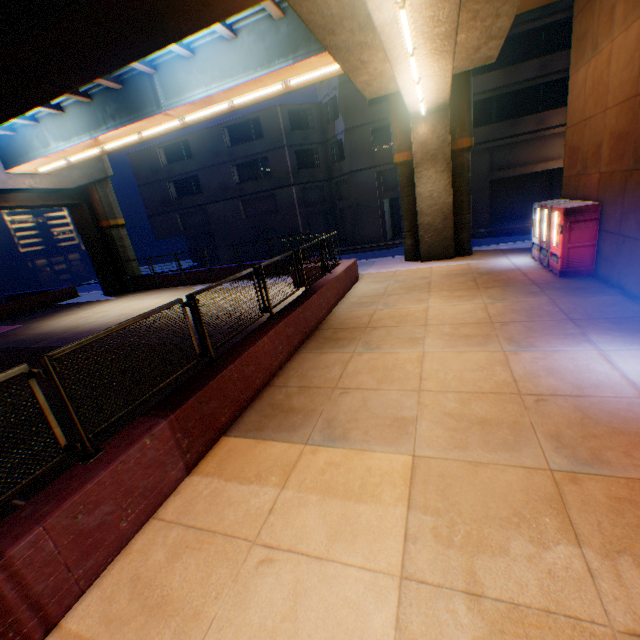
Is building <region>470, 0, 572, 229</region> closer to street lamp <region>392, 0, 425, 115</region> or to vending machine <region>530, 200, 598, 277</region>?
vending machine <region>530, 200, 598, 277</region>

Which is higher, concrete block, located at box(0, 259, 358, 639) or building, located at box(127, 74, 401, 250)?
building, located at box(127, 74, 401, 250)

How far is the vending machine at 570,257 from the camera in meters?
9.1

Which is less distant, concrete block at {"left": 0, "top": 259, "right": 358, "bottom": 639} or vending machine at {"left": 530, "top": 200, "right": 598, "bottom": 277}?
concrete block at {"left": 0, "top": 259, "right": 358, "bottom": 639}

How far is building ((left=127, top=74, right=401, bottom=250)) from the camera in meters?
24.7 m

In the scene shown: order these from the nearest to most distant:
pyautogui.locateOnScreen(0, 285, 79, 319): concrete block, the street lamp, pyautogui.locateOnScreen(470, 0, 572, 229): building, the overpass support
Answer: the street lamp → the overpass support → pyautogui.locateOnScreen(470, 0, 572, 229): building → pyautogui.locateOnScreen(0, 285, 79, 319): concrete block

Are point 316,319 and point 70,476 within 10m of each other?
yes

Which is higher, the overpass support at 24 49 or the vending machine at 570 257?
the overpass support at 24 49
